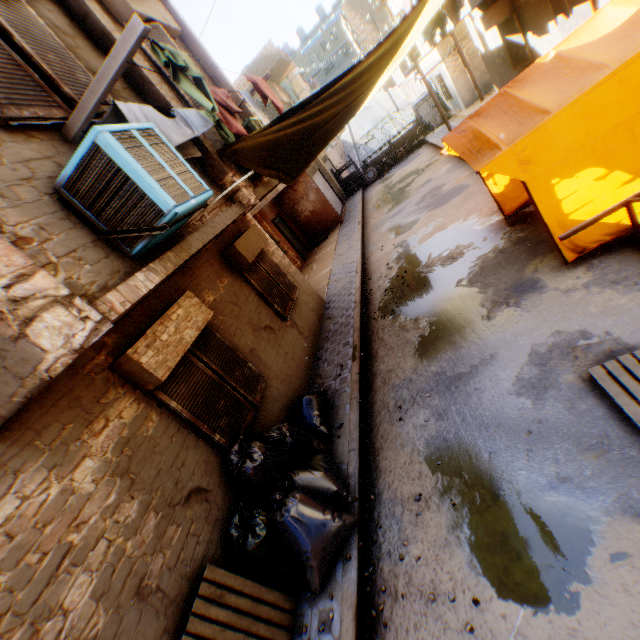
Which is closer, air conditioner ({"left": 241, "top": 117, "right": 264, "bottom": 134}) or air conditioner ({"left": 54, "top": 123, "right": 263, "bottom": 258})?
air conditioner ({"left": 54, "top": 123, "right": 263, "bottom": 258})

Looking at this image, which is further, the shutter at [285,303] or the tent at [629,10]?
the shutter at [285,303]

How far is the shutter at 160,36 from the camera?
5.4m

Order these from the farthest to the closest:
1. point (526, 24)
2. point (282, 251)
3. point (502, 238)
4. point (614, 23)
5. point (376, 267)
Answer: point (282, 251)
point (376, 267)
point (526, 24)
point (502, 238)
point (614, 23)

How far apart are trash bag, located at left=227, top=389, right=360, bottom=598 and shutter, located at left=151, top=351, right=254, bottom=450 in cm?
1

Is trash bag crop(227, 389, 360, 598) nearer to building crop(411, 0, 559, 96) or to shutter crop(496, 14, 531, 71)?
building crop(411, 0, 559, 96)

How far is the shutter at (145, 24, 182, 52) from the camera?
5.4m

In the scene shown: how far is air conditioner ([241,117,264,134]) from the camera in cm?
566
